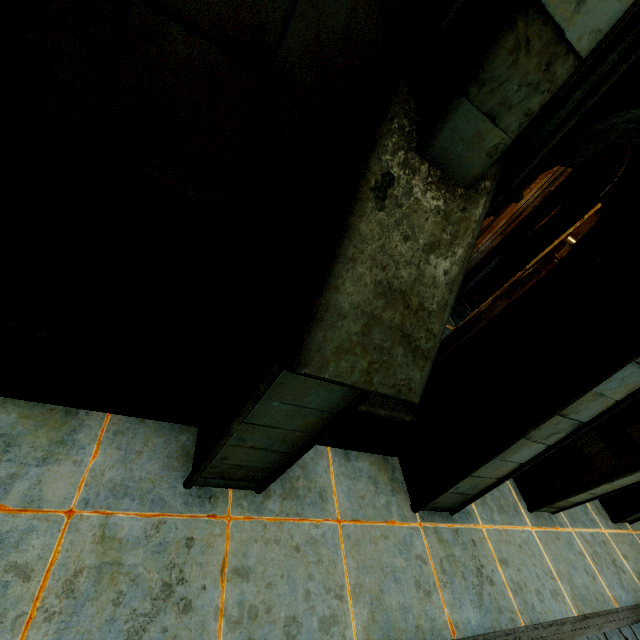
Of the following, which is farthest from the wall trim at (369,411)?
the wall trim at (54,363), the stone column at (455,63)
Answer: the wall trim at (54,363)

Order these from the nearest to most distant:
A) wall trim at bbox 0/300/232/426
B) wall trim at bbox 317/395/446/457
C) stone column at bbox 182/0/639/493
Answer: stone column at bbox 182/0/639/493 < wall trim at bbox 0/300/232/426 < wall trim at bbox 317/395/446/457

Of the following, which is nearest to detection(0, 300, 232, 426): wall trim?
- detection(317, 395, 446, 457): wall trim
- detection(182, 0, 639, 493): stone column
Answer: detection(182, 0, 639, 493): stone column

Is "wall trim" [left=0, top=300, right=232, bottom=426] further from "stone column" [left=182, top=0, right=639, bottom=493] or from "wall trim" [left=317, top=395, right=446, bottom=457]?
"wall trim" [left=317, top=395, right=446, bottom=457]

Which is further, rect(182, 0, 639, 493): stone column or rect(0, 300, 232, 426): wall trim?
rect(0, 300, 232, 426): wall trim

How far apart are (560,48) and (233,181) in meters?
1.5 m
